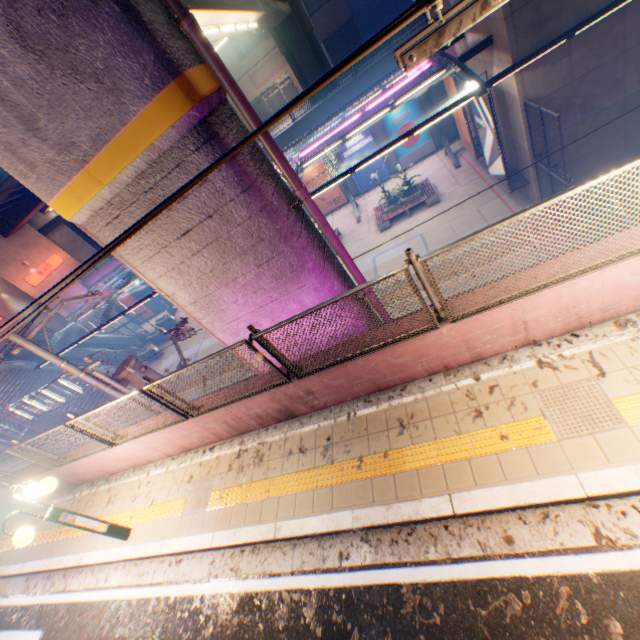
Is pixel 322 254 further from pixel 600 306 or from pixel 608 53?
pixel 608 53

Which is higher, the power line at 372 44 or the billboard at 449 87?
the power line at 372 44

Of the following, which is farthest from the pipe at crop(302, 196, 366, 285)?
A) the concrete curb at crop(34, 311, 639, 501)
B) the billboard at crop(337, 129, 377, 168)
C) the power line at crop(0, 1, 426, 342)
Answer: the billboard at crop(337, 129, 377, 168)

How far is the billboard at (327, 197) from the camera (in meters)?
26.11

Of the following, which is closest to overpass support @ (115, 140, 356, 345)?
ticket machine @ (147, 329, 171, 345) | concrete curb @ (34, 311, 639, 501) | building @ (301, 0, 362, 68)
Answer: concrete curb @ (34, 311, 639, 501)

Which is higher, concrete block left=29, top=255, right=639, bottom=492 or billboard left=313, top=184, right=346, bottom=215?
concrete block left=29, top=255, right=639, bottom=492

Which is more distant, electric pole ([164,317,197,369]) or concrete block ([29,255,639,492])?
electric pole ([164,317,197,369])

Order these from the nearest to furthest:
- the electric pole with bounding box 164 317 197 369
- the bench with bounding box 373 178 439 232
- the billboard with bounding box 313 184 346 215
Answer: the electric pole with bounding box 164 317 197 369
the bench with bounding box 373 178 439 232
the billboard with bounding box 313 184 346 215
